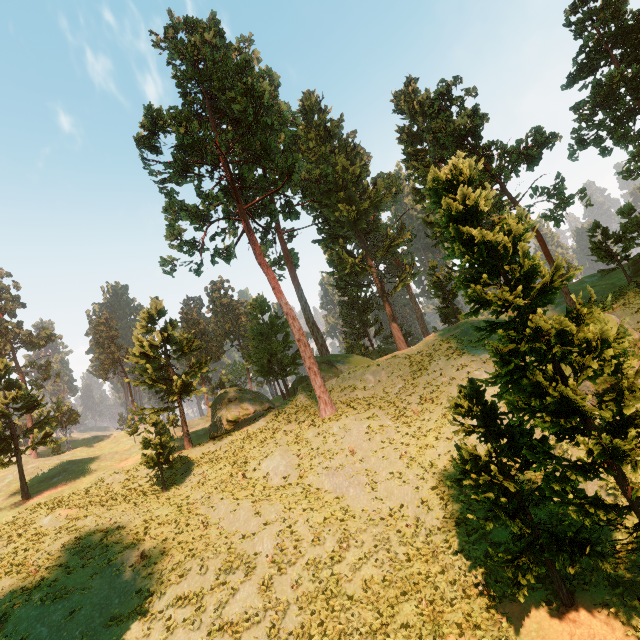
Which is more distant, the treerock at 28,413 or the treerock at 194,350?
the treerock at 28,413

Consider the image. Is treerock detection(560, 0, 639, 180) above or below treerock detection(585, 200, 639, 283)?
above

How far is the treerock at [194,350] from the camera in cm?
2727

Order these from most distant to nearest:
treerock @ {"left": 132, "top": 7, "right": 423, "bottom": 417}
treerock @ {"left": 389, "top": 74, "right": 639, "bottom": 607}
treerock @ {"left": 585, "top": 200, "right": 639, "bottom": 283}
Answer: treerock @ {"left": 132, "top": 7, "right": 423, "bottom": 417}
treerock @ {"left": 585, "top": 200, "right": 639, "bottom": 283}
treerock @ {"left": 389, "top": 74, "right": 639, "bottom": 607}

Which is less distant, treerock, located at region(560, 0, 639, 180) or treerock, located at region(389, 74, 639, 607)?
treerock, located at region(389, 74, 639, 607)

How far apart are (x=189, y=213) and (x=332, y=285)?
29.94m
